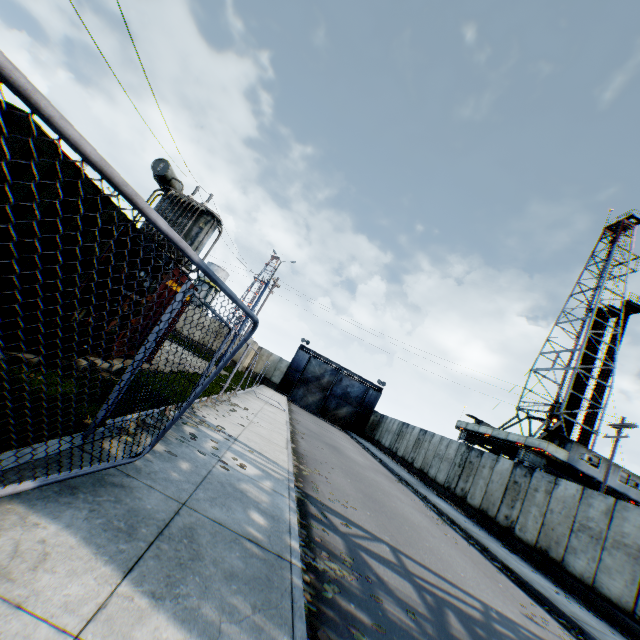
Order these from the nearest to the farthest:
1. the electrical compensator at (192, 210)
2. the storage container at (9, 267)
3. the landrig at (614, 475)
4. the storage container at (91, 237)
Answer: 1. the storage container at (9, 267)
2. the storage container at (91, 237)
3. the electrical compensator at (192, 210)
4. the landrig at (614, 475)

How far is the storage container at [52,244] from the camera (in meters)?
4.89

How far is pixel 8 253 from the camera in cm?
450

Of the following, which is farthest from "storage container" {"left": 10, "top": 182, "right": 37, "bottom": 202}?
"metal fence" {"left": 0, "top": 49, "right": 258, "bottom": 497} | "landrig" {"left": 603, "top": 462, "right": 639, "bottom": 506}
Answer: "landrig" {"left": 603, "top": 462, "right": 639, "bottom": 506}

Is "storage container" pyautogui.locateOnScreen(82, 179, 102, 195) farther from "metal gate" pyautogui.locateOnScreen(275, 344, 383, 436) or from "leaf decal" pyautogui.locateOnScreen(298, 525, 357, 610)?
"metal gate" pyautogui.locateOnScreen(275, 344, 383, 436)

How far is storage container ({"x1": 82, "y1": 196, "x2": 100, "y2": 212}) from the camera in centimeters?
526cm
